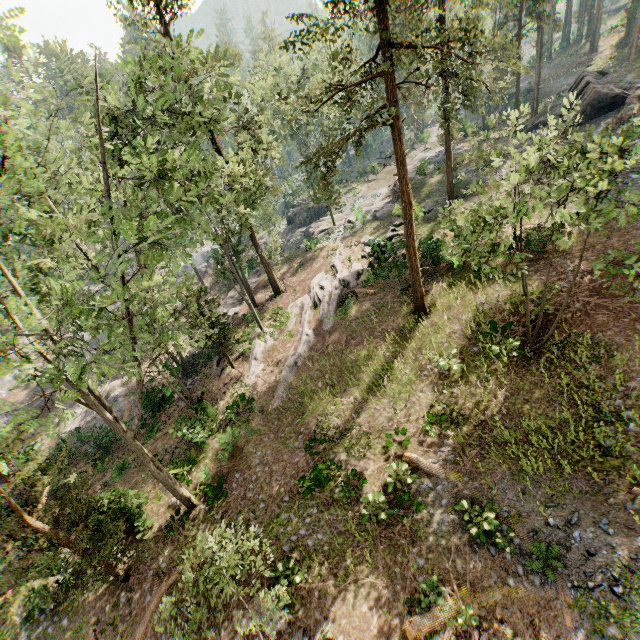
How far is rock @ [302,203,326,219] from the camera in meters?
46.2

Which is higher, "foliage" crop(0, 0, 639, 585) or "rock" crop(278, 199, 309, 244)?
"foliage" crop(0, 0, 639, 585)

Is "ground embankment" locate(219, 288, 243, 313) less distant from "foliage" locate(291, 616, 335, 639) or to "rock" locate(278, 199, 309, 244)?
"foliage" locate(291, 616, 335, 639)

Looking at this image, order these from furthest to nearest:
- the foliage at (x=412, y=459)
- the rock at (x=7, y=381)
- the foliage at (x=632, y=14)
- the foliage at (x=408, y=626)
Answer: the foliage at (x=632, y=14), the rock at (x=7, y=381), the foliage at (x=412, y=459), the foliage at (x=408, y=626)

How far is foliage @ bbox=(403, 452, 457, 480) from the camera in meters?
12.9 m

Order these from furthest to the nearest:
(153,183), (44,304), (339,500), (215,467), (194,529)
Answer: (44,304) → (215,467) → (194,529) → (339,500) → (153,183)

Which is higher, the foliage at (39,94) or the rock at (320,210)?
the foliage at (39,94)

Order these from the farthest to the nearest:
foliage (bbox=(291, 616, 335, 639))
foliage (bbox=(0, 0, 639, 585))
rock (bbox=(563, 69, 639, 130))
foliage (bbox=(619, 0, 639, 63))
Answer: foliage (bbox=(619, 0, 639, 63))
rock (bbox=(563, 69, 639, 130))
foliage (bbox=(291, 616, 335, 639))
foliage (bbox=(0, 0, 639, 585))
